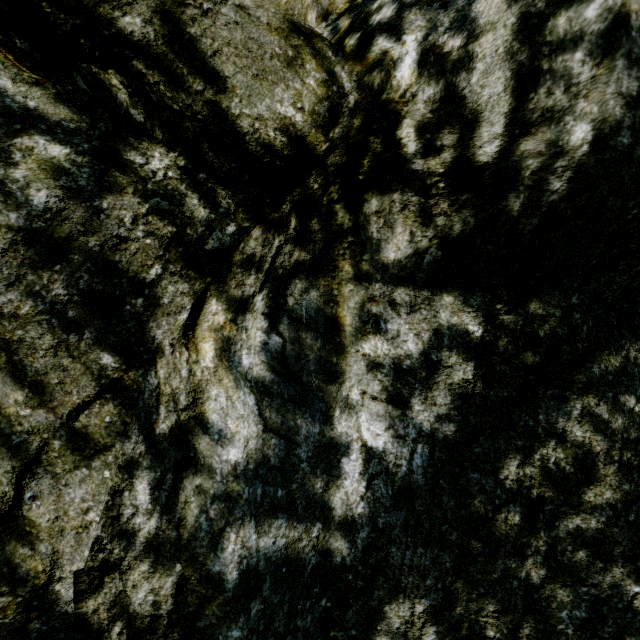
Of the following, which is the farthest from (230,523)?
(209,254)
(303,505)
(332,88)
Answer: (332,88)
